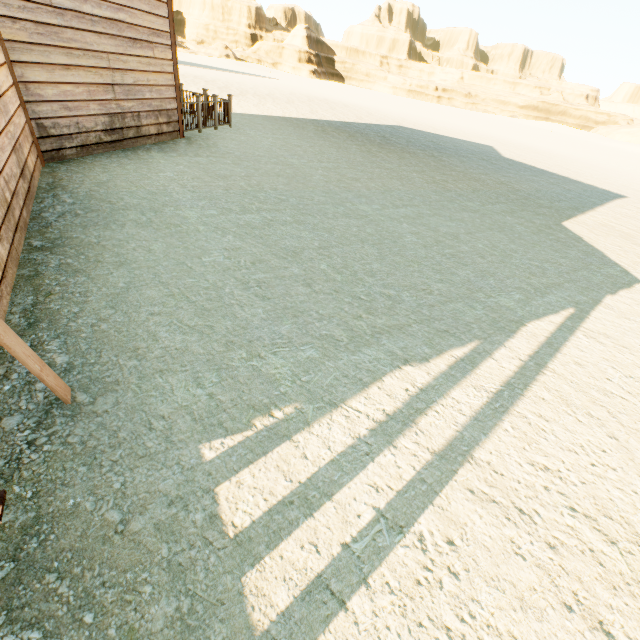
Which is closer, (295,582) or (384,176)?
(295,582)
